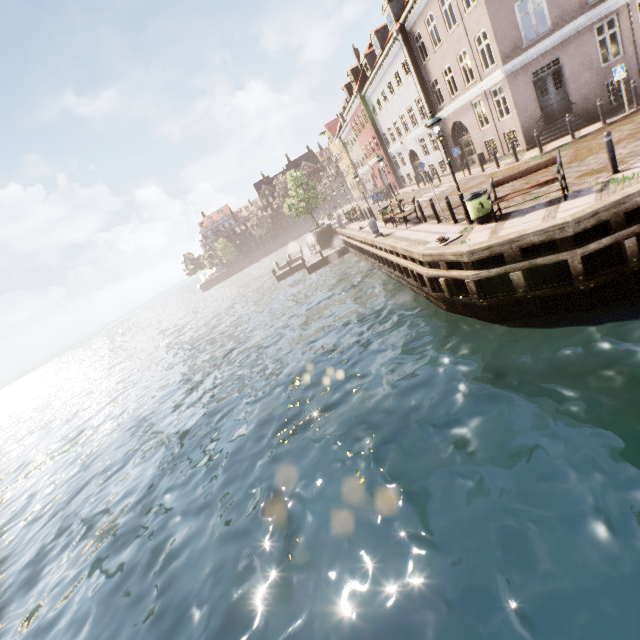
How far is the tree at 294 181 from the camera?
35.5m

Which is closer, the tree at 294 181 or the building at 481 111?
the building at 481 111

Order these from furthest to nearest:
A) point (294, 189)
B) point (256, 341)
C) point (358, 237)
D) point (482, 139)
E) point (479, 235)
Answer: point (294, 189) → point (358, 237) → point (256, 341) → point (482, 139) → point (479, 235)

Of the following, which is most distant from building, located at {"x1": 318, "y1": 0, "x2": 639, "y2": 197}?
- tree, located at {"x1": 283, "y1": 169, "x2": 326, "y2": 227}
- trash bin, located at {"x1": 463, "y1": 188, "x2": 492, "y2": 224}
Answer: trash bin, located at {"x1": 463, "y1": 188, "x2": 492, "y2": 224}

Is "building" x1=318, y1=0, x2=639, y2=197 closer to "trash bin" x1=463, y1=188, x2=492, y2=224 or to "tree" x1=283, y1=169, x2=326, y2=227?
"tree" x1=283, y1=169, x2=326, y2=227
